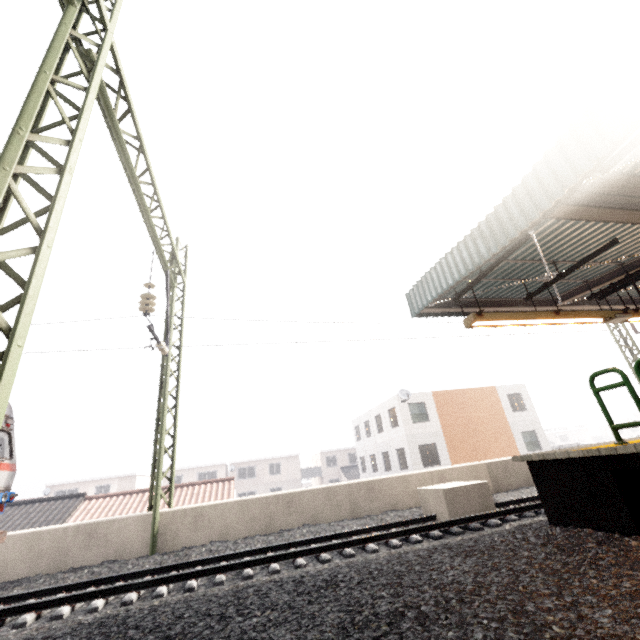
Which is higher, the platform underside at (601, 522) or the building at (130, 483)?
the building at (130, 483)

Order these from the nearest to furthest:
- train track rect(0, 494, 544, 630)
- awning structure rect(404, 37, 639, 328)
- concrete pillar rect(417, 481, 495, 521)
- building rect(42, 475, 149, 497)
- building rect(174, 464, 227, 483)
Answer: awning structure rect(404, 37, 639, 328), train track rect(0, 494, 544, 630), concrete pillar rect(417, 481, 495, 521), building rect(42, 475, 149, 497), building rect(174, 464, 227, 483)

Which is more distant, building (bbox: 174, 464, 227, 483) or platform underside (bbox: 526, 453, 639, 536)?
building (bbox: 174, 464, 227, 483)

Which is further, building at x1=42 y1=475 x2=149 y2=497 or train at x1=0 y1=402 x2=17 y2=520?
building at x1=42 y1=475 x2=149 y2=497

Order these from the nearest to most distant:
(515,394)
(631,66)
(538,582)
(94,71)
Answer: (538,582)
(631,66)
(94,71)
(515,394)

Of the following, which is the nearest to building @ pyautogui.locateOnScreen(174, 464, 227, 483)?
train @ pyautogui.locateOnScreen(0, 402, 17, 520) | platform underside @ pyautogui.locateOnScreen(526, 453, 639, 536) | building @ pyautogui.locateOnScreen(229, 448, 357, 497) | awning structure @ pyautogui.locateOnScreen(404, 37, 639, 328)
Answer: building @ pyautogui.locateOnScreen(229, 448, 357, 497)

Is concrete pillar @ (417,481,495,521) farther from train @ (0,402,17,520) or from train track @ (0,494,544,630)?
train @ (0,402,17,520)

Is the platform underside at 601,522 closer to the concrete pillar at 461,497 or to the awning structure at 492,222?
the awning structure at 492,222
